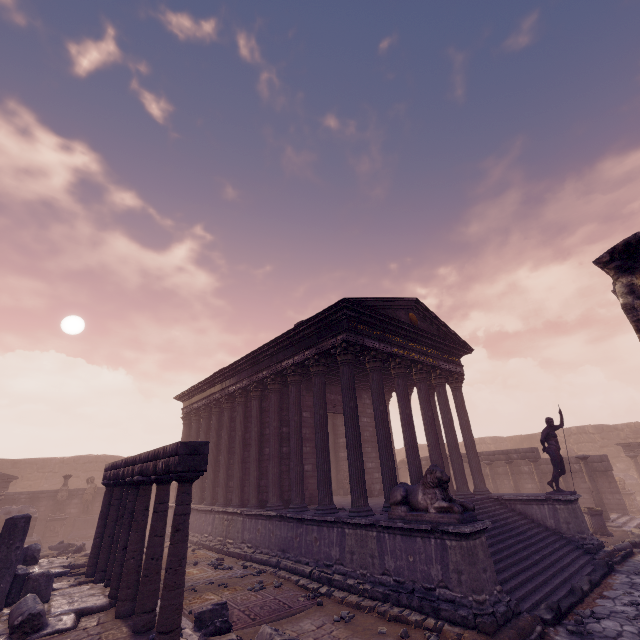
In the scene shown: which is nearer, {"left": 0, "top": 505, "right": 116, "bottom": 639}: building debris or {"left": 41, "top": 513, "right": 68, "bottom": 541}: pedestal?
{"left": 0, "top": 505, "right": 116, "bottom": 639}: building debris

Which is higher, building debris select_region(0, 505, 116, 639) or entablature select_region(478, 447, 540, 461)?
entablature select_region(478, 447, 540, 461)

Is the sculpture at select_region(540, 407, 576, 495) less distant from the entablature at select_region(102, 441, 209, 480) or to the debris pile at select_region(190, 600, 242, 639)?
the debris pile at select_region(190, 600, 242, 639)

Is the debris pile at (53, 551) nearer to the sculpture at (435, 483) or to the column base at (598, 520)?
the sculpture at (435, 483)

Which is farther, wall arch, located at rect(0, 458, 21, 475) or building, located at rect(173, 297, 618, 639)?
wall arch, located at rect(0, 458, 21, 475)

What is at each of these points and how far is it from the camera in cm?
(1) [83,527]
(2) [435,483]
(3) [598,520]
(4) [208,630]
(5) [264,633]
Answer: (1) pedestal, 1880
(2) sculpture, 715
(3) column base, 1241
(4) debris pile, 480
(5) debris pile, 519

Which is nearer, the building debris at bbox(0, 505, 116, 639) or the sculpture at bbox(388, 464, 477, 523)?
the building debris at bbox(0, 505, 116, 639)

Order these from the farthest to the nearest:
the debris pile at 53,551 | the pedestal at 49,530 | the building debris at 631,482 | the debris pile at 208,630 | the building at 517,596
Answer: the building debris at 631,482 → the pedestal at 49,530 → the debris pile at 53,551 → the building at 517,596 → the debris pile at 208,630
